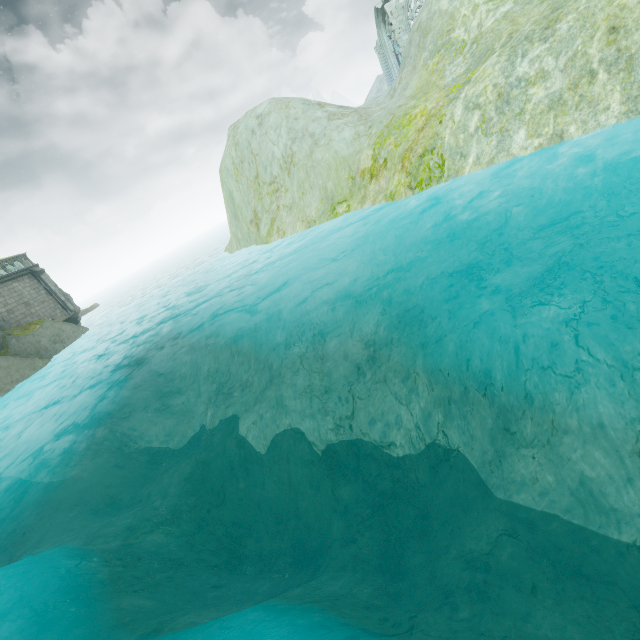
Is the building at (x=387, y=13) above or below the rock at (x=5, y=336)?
above

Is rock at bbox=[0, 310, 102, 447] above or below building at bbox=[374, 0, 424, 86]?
below

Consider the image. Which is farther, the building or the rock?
the building

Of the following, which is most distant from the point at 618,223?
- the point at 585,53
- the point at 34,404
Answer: the point at 34,404

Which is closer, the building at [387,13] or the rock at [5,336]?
the rock at [5,336]
